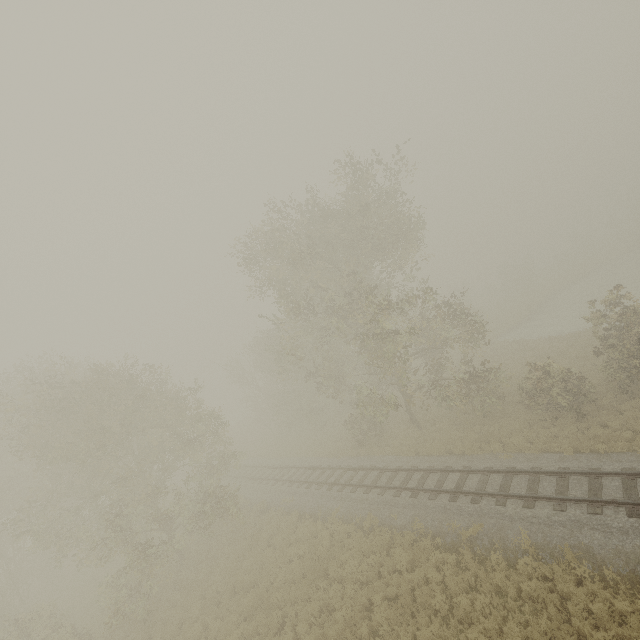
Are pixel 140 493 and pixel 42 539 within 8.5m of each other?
yes

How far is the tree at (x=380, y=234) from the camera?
18.3 meters

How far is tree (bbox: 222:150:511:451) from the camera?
18.33m
